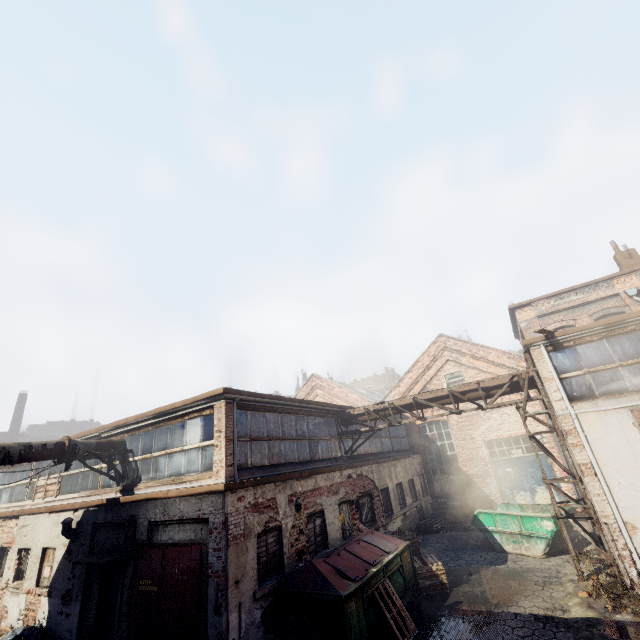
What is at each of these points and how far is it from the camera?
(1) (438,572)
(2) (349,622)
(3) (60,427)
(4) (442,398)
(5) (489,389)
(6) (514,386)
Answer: (1) pallet, 10.1m
(2) trash container, 7.0m
(3) building, 47.1m
(4) pipe, 12.2m
(5) pipe, 11.5m
(6) pipe, 11.1m

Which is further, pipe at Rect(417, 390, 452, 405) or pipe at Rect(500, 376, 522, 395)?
pipe at Rect(417, 390, 452, 405)

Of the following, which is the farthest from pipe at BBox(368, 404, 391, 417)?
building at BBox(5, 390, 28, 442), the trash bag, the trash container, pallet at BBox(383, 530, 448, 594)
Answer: building at BBox(5, 390, 28, 442)

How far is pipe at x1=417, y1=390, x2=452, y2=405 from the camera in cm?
1217

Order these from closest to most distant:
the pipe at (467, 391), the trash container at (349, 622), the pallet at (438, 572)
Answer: the trash container at (349, 622), the pallet at (438, 572), the pipe at (467, 391)

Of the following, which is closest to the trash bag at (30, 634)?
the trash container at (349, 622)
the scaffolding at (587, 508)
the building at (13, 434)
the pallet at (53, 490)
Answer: the pallet at (53, 490)

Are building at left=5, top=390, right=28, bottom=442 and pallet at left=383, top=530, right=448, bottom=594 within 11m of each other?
no

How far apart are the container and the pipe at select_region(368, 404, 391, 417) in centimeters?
446cm
